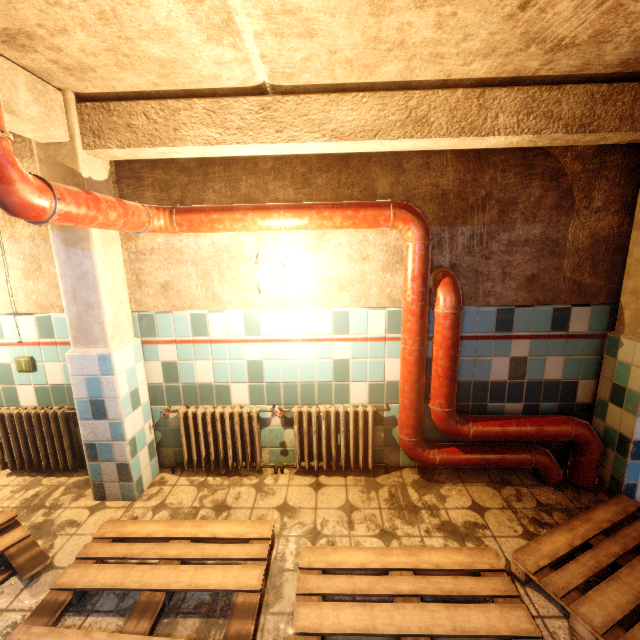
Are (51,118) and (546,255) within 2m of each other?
no

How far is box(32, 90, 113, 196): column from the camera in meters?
2.1 m

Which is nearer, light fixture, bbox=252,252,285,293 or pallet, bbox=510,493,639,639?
pallet, bbox=510,493,639,639

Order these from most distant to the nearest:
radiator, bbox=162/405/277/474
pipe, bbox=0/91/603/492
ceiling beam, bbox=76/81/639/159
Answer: radiator, bbox=162/405/277/474
ceiling beam, bbox=76/81/639/159
pipe, bbox=0/91/603/492

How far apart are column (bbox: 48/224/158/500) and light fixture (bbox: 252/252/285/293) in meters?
1.0 m

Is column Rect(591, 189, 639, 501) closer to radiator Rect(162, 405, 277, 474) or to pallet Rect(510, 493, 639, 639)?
pallet Rect(510, 493, 639, 639)

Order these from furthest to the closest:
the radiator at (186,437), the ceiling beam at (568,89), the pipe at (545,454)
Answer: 1. the radiator at (186,437)
2. the ceiling beam at (568,89)
3. the pipe at (545,454)

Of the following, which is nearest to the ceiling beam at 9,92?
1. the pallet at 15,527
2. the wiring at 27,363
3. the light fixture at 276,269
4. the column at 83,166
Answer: the column at 83,166
